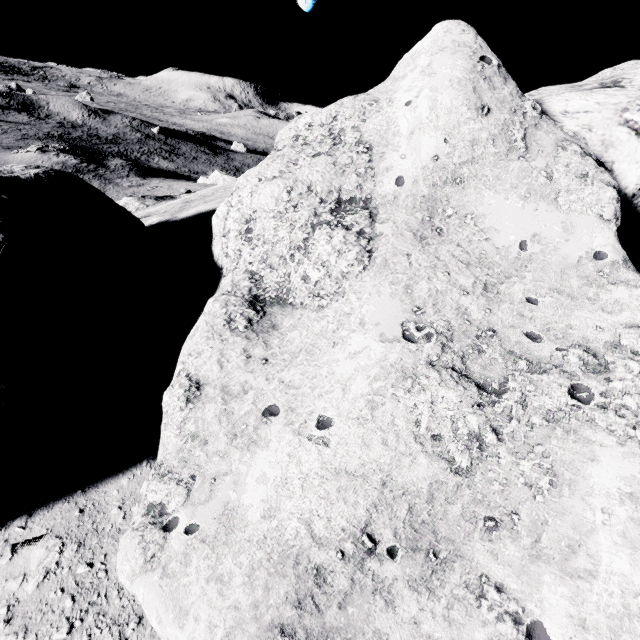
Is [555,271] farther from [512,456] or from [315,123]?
[315,123]
